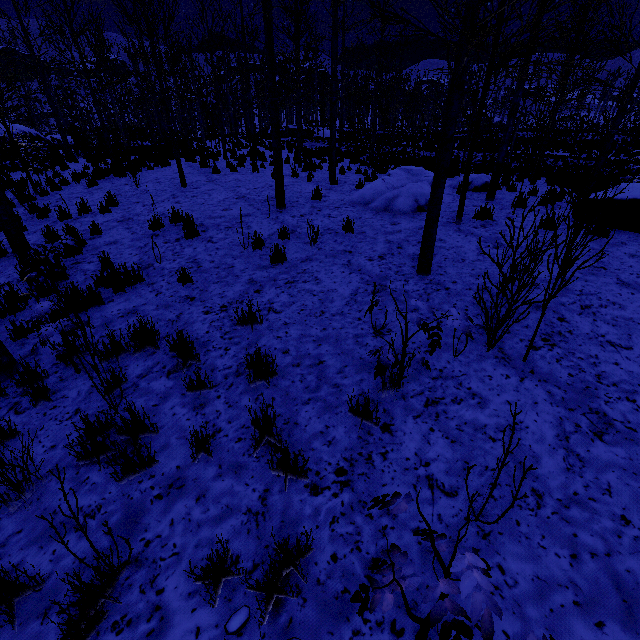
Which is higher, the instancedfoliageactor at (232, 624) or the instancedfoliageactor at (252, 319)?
the instancedfoliageactor at (252, 319)

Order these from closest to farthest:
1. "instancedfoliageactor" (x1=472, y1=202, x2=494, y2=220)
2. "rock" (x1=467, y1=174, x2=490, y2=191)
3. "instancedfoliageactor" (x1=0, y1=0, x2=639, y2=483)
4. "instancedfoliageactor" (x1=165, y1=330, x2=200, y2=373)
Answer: "instancedfoliageactor" (x1=0, y1=0, x2=639, y2=483) → "instancedfoliageactor" (x1=165, y1=330, x2=200, y2=373) → "instancedfoliageactor" (x1=472, y1=202, x2=494, y2=220) → "rock" (x1=467, y1=174, x2=490, y2=191)

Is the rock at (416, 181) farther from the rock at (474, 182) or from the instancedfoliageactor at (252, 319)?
the rock at (474, 182)

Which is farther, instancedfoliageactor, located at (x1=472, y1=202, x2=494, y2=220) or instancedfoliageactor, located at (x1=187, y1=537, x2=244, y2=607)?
instancedfoliageactor, located at (x1=472, y1=202, x2=494, y2=220)

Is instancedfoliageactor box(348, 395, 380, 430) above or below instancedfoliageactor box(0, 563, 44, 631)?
above

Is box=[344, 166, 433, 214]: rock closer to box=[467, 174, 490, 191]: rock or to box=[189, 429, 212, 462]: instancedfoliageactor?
box=[189, 429, 212, 462]: instancedfoliageactor

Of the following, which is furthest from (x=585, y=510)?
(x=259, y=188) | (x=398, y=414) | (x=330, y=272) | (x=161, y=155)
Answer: (x=161, y=155)
